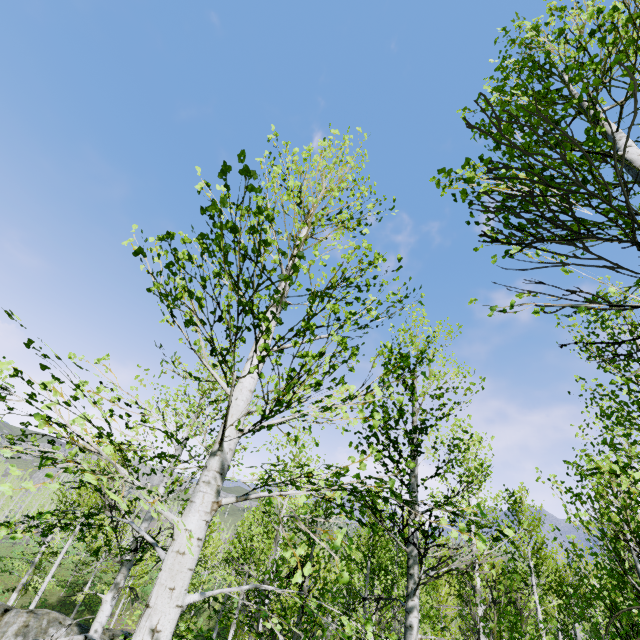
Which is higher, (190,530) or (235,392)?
(235,392)
